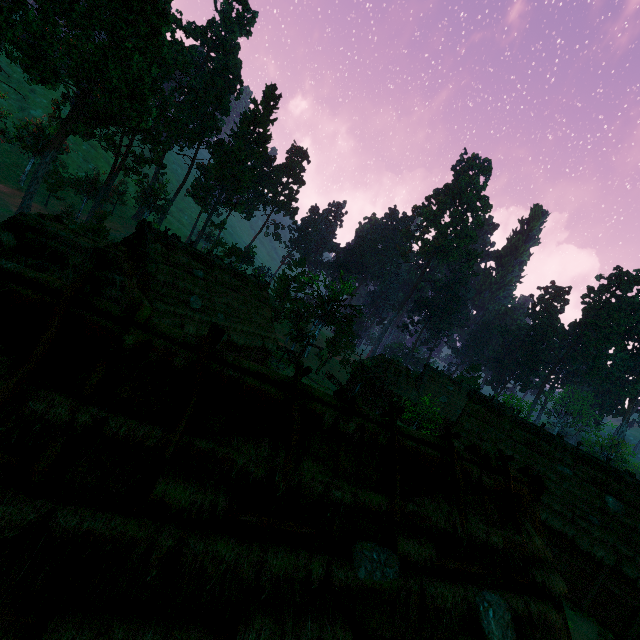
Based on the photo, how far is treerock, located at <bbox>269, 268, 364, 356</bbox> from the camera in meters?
40.4 m

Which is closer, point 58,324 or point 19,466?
point 19,466

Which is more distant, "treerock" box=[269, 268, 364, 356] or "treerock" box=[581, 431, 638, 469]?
"treerock" box=[581, 431, 638, 469]

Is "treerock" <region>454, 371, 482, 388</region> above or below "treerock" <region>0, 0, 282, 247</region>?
below

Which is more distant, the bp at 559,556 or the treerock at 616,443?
the treerock at 616,443

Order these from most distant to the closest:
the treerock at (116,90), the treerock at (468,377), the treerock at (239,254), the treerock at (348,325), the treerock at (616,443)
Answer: the treerock at (616,443) < the treerock at (468,377) < the treerock at (348,325) < the treerock at (239,254) < the treerock at (116,90)

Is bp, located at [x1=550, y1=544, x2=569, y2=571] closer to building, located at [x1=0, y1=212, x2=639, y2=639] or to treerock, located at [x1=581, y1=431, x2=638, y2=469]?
building, located at [x1=0, y1=212, x2=639, y2=639]
